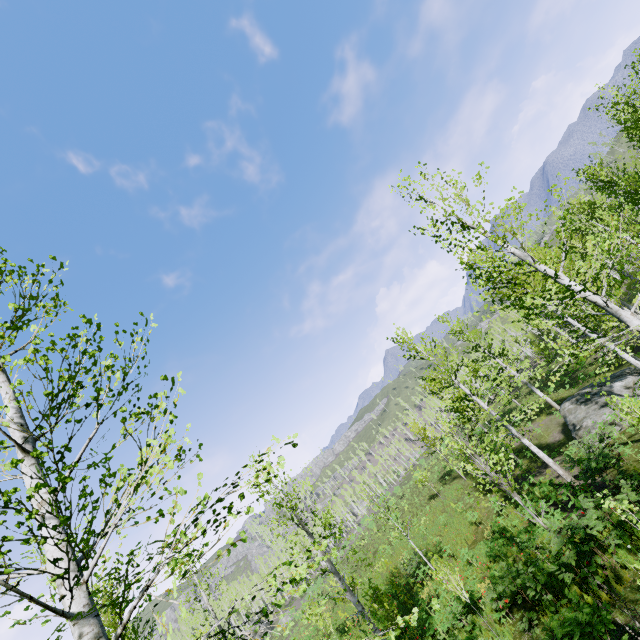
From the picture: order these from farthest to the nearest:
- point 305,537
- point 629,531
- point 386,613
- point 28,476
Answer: point 305,537 → point 386,613 → point 629,531 → point 28,476
